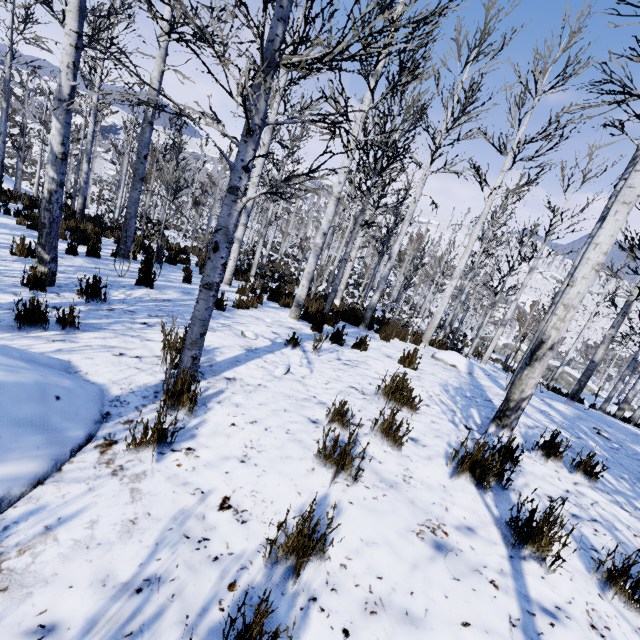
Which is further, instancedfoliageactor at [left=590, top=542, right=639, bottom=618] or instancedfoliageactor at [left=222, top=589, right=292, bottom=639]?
instancedfoliageactor at [left=590, top=542, right=639, bottom=618]

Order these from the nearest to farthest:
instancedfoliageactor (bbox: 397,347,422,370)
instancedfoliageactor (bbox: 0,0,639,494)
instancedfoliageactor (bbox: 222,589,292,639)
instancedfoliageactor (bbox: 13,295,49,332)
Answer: instancedfoliageactor (bbox: 222,589,292,639)
instancedfoliageactor (bbox: 0,0,639,494)
instancedfoliageactor (bbox: 13,295,49,332)
instancedfoliageactor (bbox: 397,347,422,370)

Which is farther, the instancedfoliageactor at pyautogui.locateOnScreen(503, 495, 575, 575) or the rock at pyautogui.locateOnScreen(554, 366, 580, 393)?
the rock at pyautogui.locateOnScreen(554, 366, 580, 393)

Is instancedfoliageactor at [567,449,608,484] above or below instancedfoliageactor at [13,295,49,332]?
above

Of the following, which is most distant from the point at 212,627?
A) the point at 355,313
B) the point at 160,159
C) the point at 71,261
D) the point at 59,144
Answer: the point at 160,159

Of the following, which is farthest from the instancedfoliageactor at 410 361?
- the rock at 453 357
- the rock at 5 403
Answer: the rock at 453 357

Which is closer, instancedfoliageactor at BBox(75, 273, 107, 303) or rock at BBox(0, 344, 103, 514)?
rock at BBox(0, 344, 103, 514)
